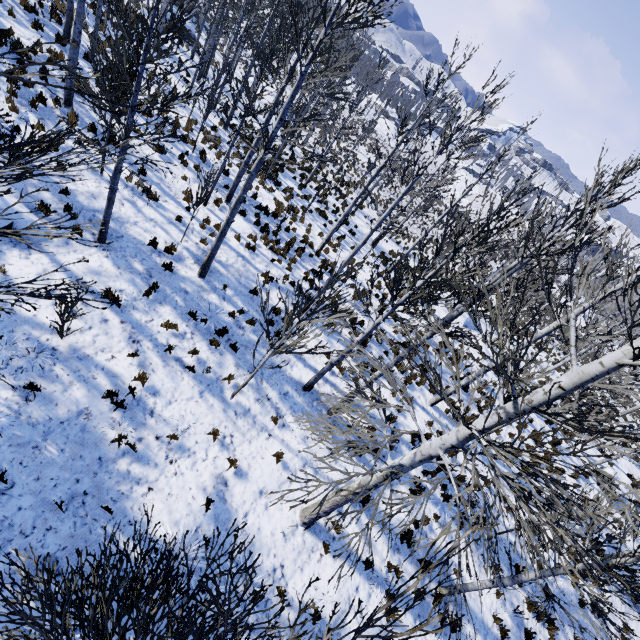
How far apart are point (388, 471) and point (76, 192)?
11.3 meters

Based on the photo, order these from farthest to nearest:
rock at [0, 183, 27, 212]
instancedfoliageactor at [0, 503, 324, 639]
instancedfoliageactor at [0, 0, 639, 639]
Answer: rock at [0, 183, 27, 212] < instancedfoliageactor at [0, 0, 639, 639] < instancedfoliageactor at [0, 503, 324, 639]

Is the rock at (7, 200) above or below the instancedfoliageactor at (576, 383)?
below

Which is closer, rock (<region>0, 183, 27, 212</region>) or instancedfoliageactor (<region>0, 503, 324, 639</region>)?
instancedfoliageactor (<region>0, 503, 324, 639</region>)

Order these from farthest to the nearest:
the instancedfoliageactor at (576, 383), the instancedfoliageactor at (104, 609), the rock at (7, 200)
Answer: the rock at (7, 200) → the instancedfoliageactor at (576, 383) → the instancedfoliageactor at (104, 609)

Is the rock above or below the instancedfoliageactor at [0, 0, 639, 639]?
below
